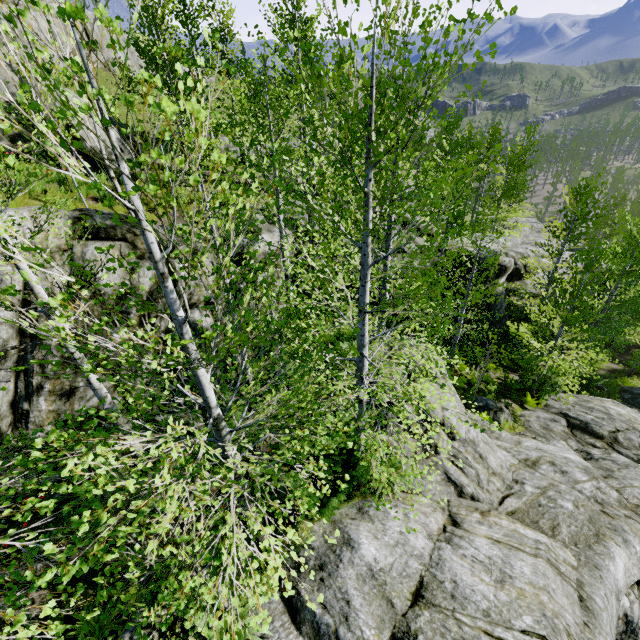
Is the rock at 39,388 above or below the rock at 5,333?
below

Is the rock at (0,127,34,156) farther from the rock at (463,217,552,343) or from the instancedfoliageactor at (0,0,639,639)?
the instancedfoliageactor at (0,0,639,639)

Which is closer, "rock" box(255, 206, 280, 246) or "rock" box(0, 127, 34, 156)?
"rock" box(255, 206, 280, 246)

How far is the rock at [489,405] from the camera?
14.5 meters

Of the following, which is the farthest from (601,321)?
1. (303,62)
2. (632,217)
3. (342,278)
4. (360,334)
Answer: (303,62)

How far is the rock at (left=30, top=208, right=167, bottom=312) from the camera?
6.99m
